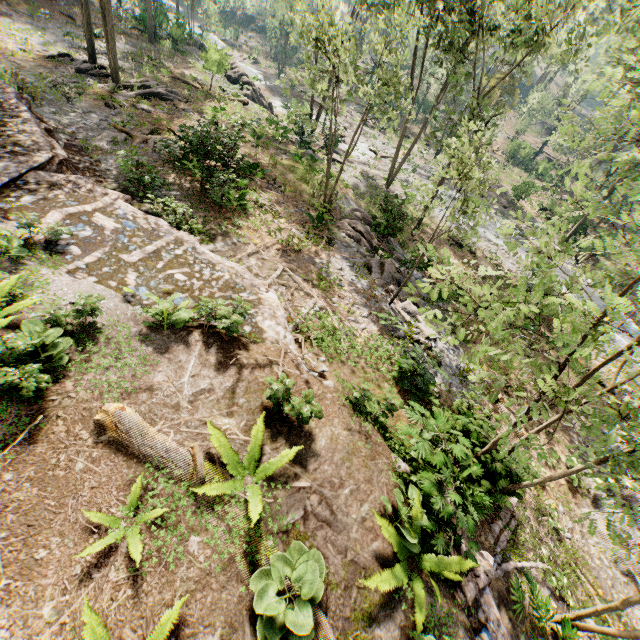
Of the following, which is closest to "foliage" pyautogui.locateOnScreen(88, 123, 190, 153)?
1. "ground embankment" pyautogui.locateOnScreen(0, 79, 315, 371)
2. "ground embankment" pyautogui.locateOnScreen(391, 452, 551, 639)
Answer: "ground embankment" pyautogui.locateOnScreen(0, 79, 315, 371)

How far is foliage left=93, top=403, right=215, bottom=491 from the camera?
5.1 meters

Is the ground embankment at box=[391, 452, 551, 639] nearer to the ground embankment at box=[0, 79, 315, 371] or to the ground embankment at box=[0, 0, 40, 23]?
the ground embankment at box=[0, 79, 315, 371]

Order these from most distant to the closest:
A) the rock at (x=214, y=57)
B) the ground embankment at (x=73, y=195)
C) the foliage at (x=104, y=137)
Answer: the rock at (x=214, y=57), the foliage at (x=104, y=137), the ground embankment at (x=73, y=195)

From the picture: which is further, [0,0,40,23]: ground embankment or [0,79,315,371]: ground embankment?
[0,0,40,23]: ground embankment

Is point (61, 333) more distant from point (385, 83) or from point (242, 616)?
point (385, 83)

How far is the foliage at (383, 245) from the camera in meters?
16.6 m

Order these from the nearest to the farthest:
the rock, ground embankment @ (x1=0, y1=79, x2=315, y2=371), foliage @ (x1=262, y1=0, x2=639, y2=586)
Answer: foliage @ (x1=262, y1=0, x2=639, y2=586) → ground embankment @ (x1=0, y1=79, x2=315, y2=371) → the rock
